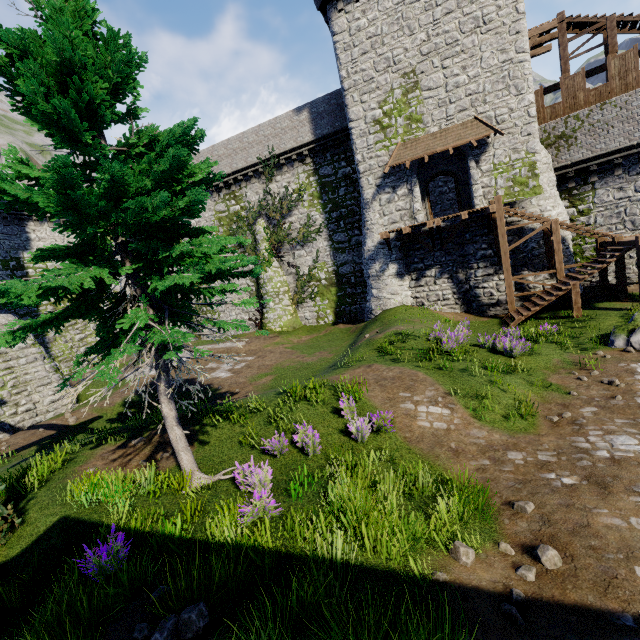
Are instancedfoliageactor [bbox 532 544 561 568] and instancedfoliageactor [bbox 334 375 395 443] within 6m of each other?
yes

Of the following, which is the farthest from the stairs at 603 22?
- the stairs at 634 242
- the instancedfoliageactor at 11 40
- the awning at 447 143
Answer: the instancedfoliageactor at 11 40

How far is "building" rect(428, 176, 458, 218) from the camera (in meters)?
25.86

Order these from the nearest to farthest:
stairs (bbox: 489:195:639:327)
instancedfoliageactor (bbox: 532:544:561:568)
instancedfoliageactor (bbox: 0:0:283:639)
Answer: instancedfoliageactor (bbox: 532:544:561:568) → instancedfoliageactor (bbox: 0:0:283:639) → stairs (bbox: 489:195:639:327)

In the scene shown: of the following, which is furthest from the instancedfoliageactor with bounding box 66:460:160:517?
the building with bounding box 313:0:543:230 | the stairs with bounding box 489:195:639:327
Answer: the building with bounding box 313:0:543:230

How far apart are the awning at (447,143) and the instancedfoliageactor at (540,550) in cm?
1844

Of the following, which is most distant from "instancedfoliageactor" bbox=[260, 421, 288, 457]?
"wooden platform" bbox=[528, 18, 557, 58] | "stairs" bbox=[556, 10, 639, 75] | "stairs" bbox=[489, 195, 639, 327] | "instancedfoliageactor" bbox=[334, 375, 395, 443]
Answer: "stairs" bbox=[556, 10, 639, 75]

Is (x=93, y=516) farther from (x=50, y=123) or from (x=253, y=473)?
(x=50, y=123)
